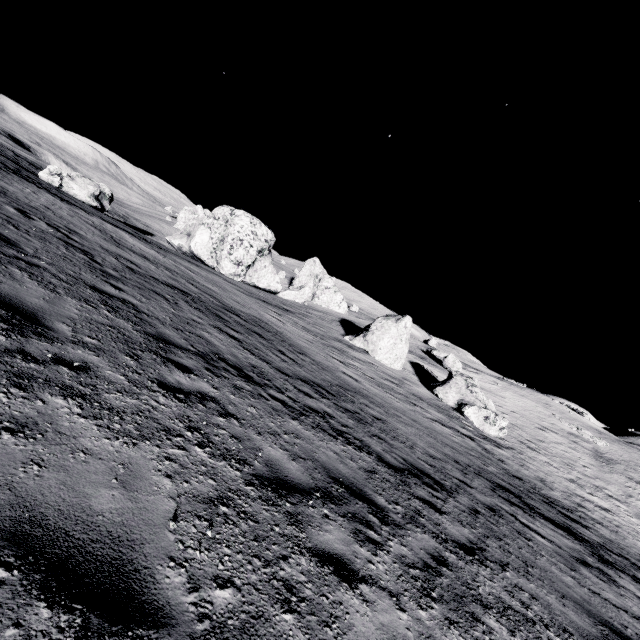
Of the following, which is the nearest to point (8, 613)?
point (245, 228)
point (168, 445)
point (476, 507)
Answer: point (168, 445)

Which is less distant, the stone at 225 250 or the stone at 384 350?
the stone at 384 350

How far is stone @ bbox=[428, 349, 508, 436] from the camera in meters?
22.1 m

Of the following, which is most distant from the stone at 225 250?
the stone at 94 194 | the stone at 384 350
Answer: the stone at 384 350

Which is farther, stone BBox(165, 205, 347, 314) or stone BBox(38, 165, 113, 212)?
stone BBox(165, 205, 347, 314)

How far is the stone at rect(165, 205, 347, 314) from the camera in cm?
3434

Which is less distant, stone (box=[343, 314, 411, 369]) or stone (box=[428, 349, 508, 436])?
stone (box=[428, 349, 508, 436])

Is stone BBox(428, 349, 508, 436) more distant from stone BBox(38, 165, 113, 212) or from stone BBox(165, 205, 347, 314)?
stone BBox(38, 165, 113, 212)
